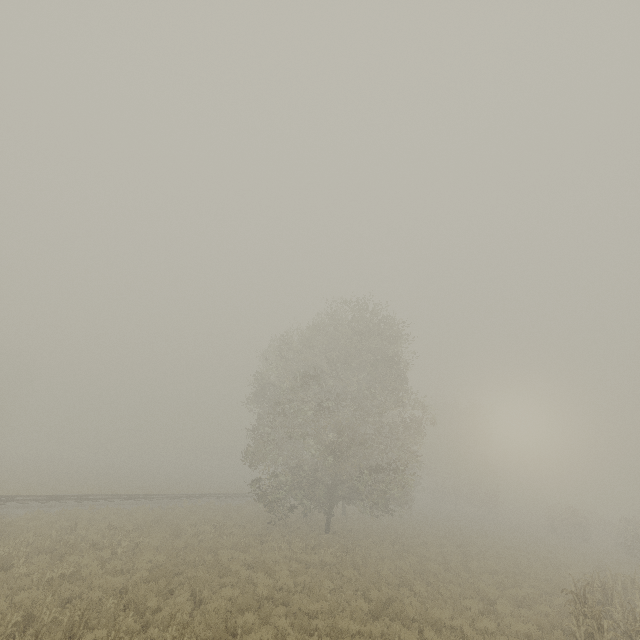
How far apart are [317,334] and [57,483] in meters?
29.2

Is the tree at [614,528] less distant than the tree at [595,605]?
No

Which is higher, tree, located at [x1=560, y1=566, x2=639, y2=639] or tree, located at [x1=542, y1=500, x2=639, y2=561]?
tree, located at [x1=542, y1=500, x2=639, y2=561]

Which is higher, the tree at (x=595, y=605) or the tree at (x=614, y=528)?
the tree at (x=614, y=528)

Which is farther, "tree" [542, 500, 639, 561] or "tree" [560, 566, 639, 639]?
"tree" [542, 500, 639, 561]
